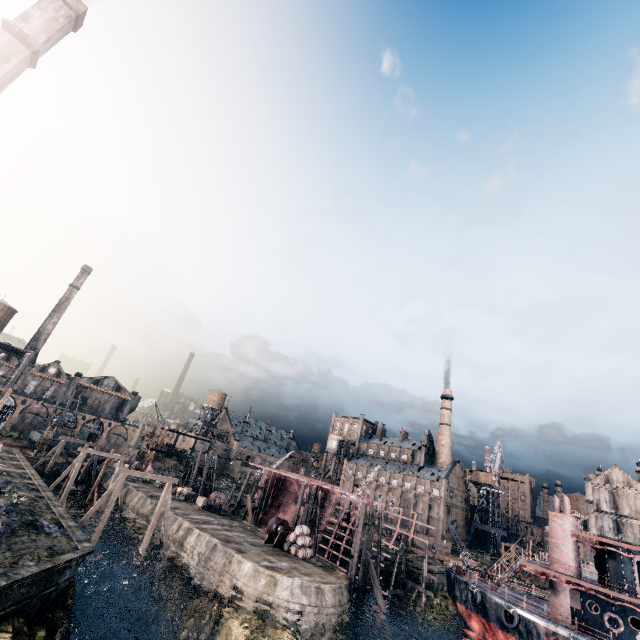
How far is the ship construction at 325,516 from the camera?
37.94m

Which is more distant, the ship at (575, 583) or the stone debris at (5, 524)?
the ship at (575, 583)

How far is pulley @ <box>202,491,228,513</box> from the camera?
Result: 43.81m

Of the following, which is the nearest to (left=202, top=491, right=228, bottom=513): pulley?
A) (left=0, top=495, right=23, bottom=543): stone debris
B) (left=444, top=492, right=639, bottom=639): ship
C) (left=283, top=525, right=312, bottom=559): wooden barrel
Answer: (left=283, top=525, right=312, bottom=559): wooden barrel

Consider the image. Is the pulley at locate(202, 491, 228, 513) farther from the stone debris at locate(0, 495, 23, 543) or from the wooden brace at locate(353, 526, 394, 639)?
the stone debris at locate(0, 495, 23, 543)

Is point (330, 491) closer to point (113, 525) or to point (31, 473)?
point (113, 525)

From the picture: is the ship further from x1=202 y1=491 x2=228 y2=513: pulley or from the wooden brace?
x1=202 y1=491 x2=228 y2=513: pulley

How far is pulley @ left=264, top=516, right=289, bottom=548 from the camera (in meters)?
34.03
